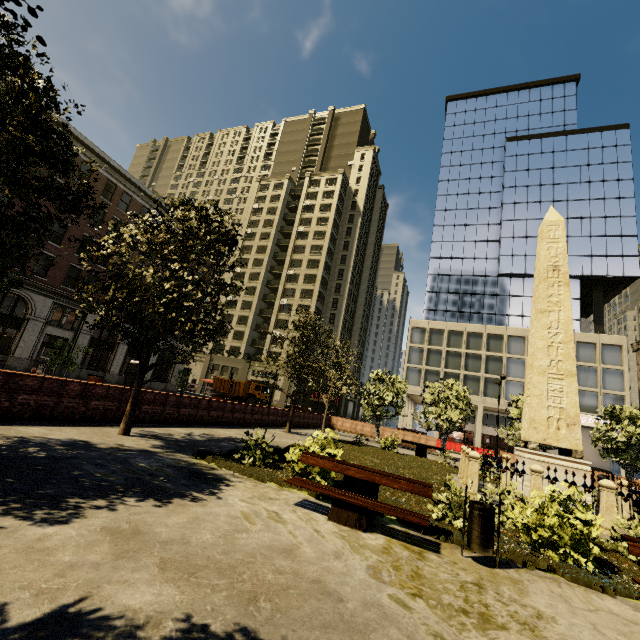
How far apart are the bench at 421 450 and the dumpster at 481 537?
15.85m

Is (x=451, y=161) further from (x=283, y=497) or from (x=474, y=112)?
(x=283, y=497)

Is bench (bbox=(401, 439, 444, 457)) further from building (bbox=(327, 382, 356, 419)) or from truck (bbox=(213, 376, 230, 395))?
building (bbox=(327, 382, 356, 419))

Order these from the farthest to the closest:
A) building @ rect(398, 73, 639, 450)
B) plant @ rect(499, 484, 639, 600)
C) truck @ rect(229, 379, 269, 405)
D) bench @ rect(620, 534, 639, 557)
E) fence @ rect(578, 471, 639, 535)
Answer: truck @ rect(229, 379, 269, 405) → building @ rect(398, 73, 639, 450) → fence @ rect(578, 471, 639, 535) → plant @ rect(499, 484, 639, 600) → bench @ rect(620, 534, 639, 557)

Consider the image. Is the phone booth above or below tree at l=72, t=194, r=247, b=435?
below

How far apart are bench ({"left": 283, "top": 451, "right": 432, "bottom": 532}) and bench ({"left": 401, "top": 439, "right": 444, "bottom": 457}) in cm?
1558

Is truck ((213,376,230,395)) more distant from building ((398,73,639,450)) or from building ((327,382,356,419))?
Result: building ((398,73,639,450))

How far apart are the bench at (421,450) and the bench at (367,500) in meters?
15.6
